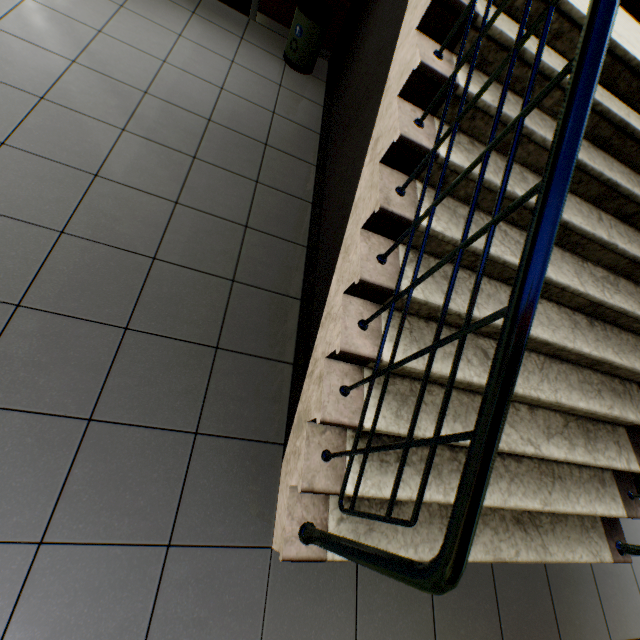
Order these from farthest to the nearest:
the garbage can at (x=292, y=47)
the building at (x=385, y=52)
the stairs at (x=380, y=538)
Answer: the garbage can at (x=292, y=47), the building at (x=385, y=52), the stairs at (x=380, y=538)

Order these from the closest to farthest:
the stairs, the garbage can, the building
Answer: the stairs
the building
the garbage can

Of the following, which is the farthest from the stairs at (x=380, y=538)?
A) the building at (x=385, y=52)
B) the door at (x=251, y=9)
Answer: the door at (x=251, y=9)

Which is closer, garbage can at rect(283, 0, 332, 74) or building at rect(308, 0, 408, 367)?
building at rect(308, 0, 408, 367)

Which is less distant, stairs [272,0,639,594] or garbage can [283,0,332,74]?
stairs [272,0,639,594]

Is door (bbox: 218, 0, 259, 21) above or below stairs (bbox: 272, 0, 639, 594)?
below

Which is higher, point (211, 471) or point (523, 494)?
point (523, 494)

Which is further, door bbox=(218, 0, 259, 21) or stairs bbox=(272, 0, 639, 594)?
door bbox=(218, 0, 259, 21)
